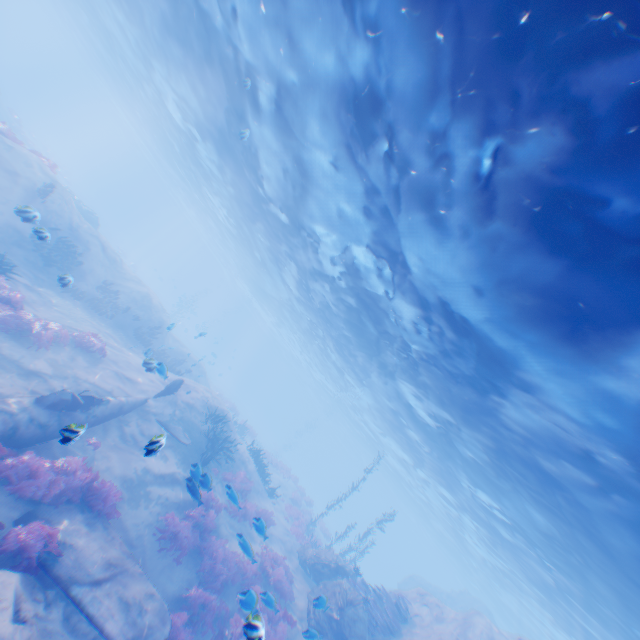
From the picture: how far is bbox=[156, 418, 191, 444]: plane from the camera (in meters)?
13.75

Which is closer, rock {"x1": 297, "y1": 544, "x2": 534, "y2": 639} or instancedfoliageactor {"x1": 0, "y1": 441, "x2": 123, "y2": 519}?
instancedfoliageactor {"x1": 0, "y1": 441, "x2": 123, "y2": 519}

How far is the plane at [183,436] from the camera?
13.8m

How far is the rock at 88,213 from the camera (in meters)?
26.62

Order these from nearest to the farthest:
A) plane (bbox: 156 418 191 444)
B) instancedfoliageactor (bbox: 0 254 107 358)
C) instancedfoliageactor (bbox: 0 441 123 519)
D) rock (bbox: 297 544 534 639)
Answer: instancedfoliageactor (bbox: 0 441 123 519)
instancedfoliageactor (bbox: 0 254 107 358)
rock (bbox: 297 544 534 639)
plane (bbox: 156 418 191 444)

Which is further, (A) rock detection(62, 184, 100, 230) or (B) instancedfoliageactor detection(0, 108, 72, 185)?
(A) rock detection(62, 184, 100, 230)

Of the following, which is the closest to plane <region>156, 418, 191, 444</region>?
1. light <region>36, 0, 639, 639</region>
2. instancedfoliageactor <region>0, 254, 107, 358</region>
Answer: instancedfoliageactor <region>0, 254, 107, 358</region>

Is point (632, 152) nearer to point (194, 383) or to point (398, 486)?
point (194, 383)
